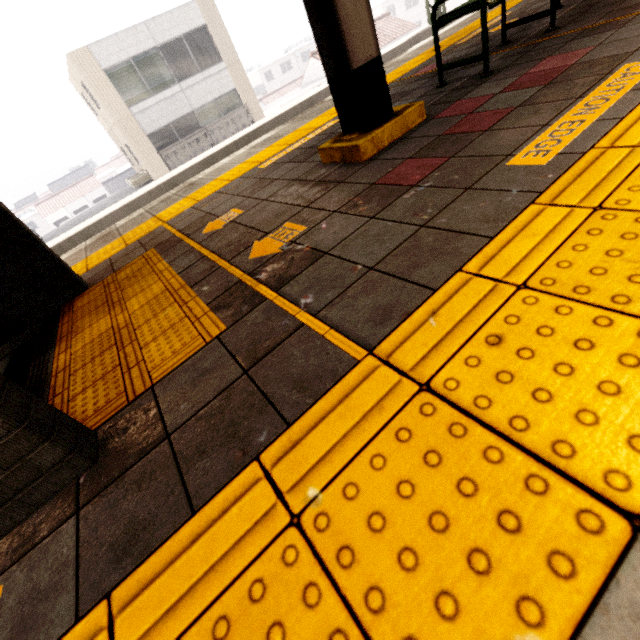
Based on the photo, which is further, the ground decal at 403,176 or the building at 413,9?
the building at 413,9

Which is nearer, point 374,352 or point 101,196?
point 374,352

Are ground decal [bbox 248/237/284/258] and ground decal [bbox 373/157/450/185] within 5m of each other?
yes

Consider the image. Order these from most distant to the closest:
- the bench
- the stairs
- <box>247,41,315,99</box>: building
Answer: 1. <box>247,41,315,99</box>: building
2. the bench
3. the stairs

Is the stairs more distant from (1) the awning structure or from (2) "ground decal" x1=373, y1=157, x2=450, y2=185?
(2) "ground decal" x1=373, y1=157, x2=450, y2=185

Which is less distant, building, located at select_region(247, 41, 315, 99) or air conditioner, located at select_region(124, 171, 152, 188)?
air conditioner, located at select_region(124, 171, 152, 188)

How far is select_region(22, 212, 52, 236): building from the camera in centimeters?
5594cm

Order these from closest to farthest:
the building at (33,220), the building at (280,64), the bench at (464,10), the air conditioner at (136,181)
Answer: the bench at (464,10) < the air conditioner at (136,181) < the building at (280,64) < the building at (33,220)
